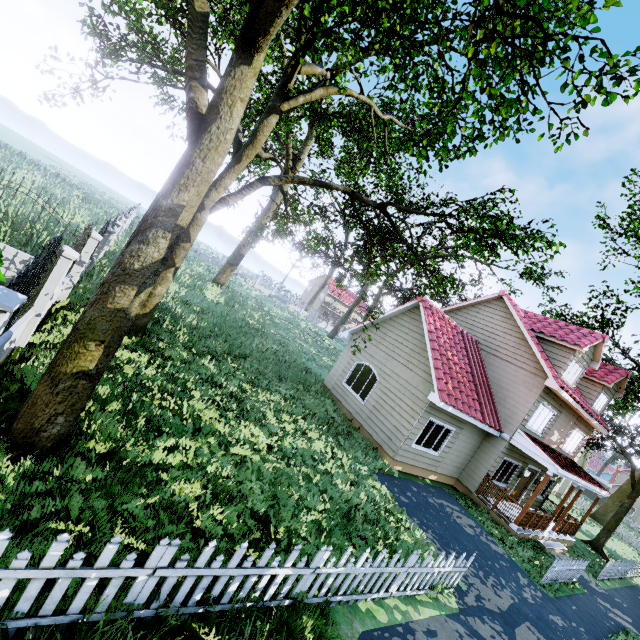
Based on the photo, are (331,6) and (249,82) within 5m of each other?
yes

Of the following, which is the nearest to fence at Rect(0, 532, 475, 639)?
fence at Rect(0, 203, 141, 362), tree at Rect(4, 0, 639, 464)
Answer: tree at Rect(4, 0, 639, 464)

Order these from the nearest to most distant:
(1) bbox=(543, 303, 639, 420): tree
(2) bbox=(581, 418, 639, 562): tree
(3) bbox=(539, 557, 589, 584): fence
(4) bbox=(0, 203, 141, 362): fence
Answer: (4) bbox=(0, 203, 141, 362): fence → (3) bbox=(539, 557, 589, 584): fence → (1) bbox=(543, 303, 639, 420): tree → (2) bbox=(581, 418, 639, 562): tree

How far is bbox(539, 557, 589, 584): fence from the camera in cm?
1066

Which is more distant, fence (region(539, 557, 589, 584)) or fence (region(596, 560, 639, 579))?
fence (region(596, 560, 639, 579))

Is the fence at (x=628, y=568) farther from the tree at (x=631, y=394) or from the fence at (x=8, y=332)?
the fence at (x=8, y=332)

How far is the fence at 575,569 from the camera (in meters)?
10.66

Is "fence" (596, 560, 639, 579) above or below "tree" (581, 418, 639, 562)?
below
